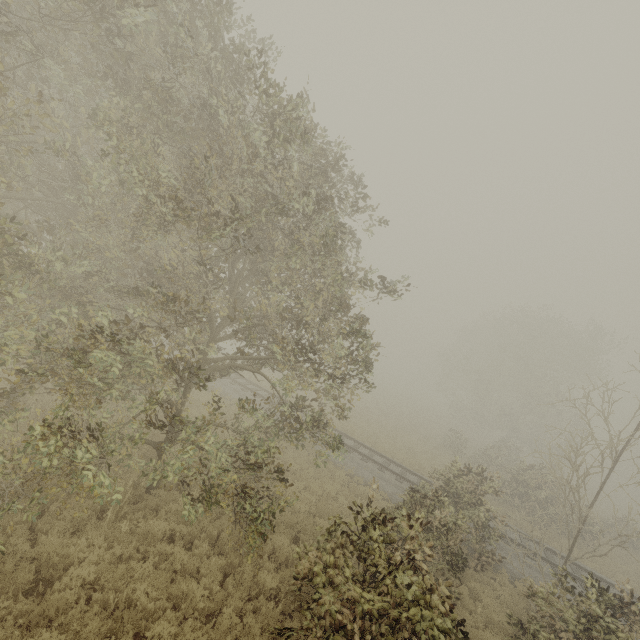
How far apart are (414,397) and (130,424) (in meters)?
54.49

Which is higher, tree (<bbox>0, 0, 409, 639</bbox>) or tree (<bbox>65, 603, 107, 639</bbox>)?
tree (<bbox>0, 0, 409, 639</bbox>)

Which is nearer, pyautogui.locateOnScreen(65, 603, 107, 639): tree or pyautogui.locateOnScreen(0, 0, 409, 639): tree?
pyautogui.locateOnScreen(65, 603, 107, 639): tree

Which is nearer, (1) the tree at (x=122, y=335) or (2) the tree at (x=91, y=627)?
(2) the tree at (x=91, y=627)

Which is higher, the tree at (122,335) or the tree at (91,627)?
the tree at (122,335)
